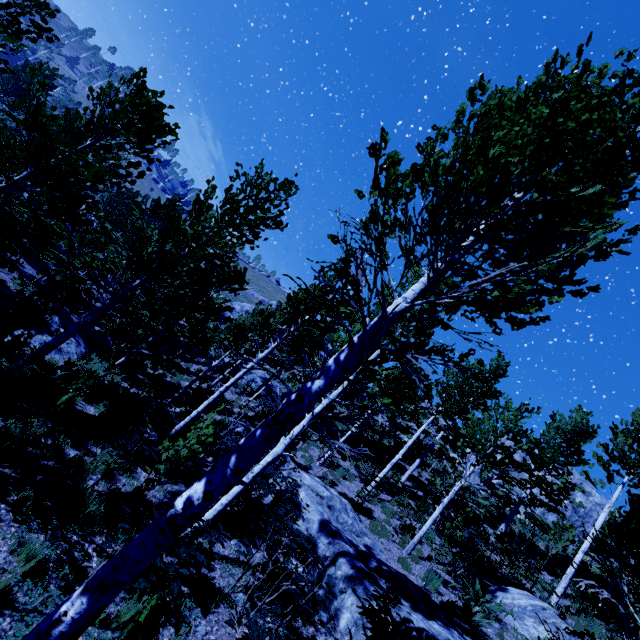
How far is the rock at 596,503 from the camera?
26.2 meters

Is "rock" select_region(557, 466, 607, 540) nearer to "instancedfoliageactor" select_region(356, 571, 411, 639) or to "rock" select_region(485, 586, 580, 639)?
"instancedfoliageactor" select_region(356, 571, 411, 639)

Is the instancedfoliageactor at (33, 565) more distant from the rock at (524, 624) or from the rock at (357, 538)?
the rock at (524, 624)

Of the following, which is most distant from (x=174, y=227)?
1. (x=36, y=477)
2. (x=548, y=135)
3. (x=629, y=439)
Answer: (x=629, y=439)

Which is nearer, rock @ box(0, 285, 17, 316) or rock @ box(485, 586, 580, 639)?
rock @ box(485, 586, 580, 639)

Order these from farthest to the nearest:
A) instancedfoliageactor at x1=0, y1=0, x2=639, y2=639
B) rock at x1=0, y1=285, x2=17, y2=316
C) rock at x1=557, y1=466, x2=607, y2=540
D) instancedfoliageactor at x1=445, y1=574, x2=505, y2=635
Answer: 1. rock at x1=557, y1=466, x2=607, y2=540
2. rock at x1=0, y1=285, x2=17, y2=316
3. instancedfoliageactor at x1=445, y1=574, x2=505, y2=635
4. instancedfoliageactor at x1=0, y1=0, x2=639, y2=639

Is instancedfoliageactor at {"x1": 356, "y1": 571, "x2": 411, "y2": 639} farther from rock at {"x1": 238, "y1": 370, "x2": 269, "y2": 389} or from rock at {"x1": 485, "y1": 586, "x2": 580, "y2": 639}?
rock at {"x1": 238, "y1": 370, "x2": 269, "y2": 389}

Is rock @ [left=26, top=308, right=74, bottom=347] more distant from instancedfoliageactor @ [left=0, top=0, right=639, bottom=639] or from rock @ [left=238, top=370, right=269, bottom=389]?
rock @ [left=238, top=370, right=269, bottom=389]
